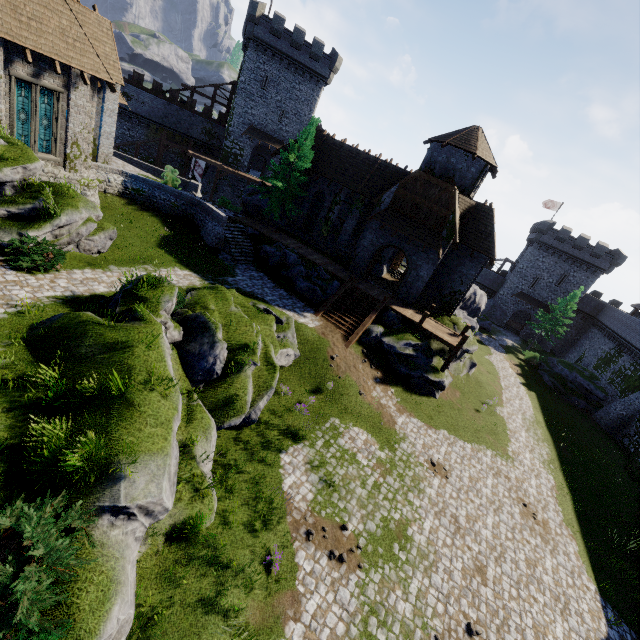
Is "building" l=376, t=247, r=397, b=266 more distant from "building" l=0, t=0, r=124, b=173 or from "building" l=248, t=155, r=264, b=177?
"building" l=0, t=0, r=124, b=173

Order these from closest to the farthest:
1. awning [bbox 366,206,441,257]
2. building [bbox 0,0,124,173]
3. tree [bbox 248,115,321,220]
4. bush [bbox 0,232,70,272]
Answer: bush [bbox 0,232,70,272], building [bbox 0,0,124,173], awning [bbox 366,206,441,257], tree [bbox 248,115,321,220]

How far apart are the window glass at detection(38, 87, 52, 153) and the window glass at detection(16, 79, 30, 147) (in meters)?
0.20

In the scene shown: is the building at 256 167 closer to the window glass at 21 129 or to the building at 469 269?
the building at 469 269

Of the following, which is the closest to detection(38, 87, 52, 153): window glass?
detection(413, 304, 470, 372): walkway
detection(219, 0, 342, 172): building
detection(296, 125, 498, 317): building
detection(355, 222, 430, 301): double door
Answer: detection(296, 125, 498, 317): building

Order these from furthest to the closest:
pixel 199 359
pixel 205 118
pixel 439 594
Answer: pixel 205 118
pixel 199 359
pixel 439 594

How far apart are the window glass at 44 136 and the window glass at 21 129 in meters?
0.2

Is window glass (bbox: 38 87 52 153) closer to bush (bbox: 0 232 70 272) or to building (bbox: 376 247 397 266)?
bush (bbox: 0 232 70 272)
